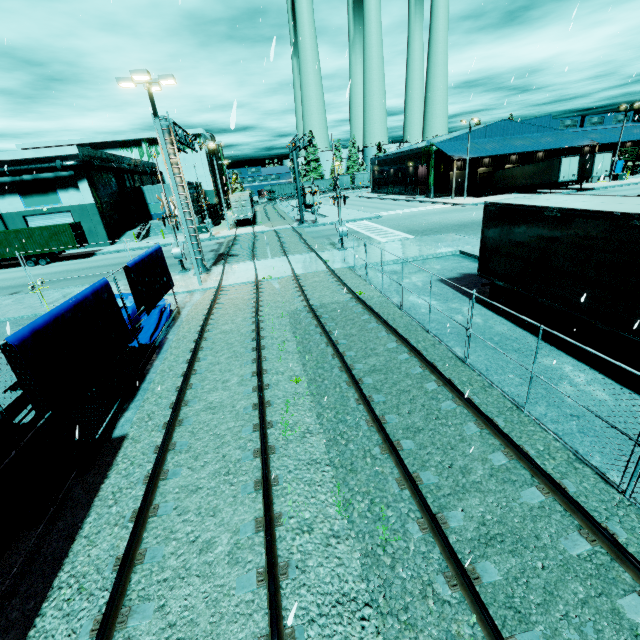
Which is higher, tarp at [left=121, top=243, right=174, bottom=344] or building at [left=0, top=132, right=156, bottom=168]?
building at [left=0, top=132, right=156, bottom=168]

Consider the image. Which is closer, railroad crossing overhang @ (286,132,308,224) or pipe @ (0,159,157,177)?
railroad crossing overhang @ (286,132,308,224)

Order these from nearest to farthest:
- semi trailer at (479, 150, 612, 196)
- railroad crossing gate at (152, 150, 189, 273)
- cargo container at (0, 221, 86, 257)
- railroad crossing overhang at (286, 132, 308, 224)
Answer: railroad crossing gate at (152, 150, 189, 273) → railroad crossing overhang at (286, 132, 308, 224) → cargo container at (0, 221, 86, 257) → semi trailer at (479, 150, 612, 196)

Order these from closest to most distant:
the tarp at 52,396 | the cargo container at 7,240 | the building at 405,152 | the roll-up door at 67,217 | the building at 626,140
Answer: the tarp at 52,396
the cargo container at 7,240
the roll-up door at 67,217
the building at 405,152
the building at 626,140

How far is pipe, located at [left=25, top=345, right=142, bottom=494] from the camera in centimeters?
671cm

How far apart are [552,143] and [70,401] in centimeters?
6576cm

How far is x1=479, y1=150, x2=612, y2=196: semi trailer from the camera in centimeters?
3938cm

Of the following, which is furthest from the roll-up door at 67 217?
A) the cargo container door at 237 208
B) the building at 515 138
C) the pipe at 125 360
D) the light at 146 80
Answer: the pipe at 125 360
